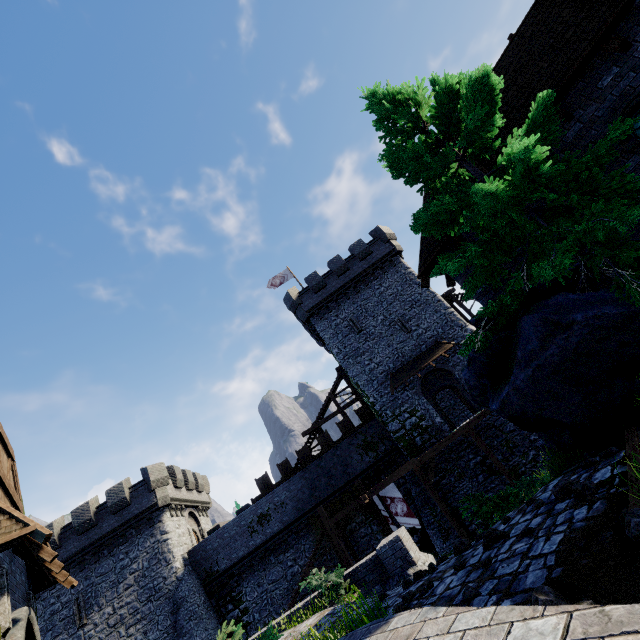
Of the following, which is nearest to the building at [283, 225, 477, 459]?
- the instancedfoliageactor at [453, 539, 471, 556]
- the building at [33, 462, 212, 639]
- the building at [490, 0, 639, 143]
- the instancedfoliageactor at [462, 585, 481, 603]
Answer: the building at [490, 0, 639, 143]

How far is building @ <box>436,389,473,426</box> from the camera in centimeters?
2945cm

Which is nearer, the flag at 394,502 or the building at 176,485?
the flag at 394,502

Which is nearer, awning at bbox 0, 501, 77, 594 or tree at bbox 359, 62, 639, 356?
tree at bbox 359, 62, 639, 356

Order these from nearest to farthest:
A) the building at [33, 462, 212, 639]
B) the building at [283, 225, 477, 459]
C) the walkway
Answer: the walkway < the building at [33, 462, 212, 639] < the building at [283, 225, 477, 459]

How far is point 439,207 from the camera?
6.9m

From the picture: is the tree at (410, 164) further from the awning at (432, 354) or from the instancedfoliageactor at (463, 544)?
the awning at (432, 354)

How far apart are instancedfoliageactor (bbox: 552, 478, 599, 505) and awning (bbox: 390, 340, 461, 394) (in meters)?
19.29
